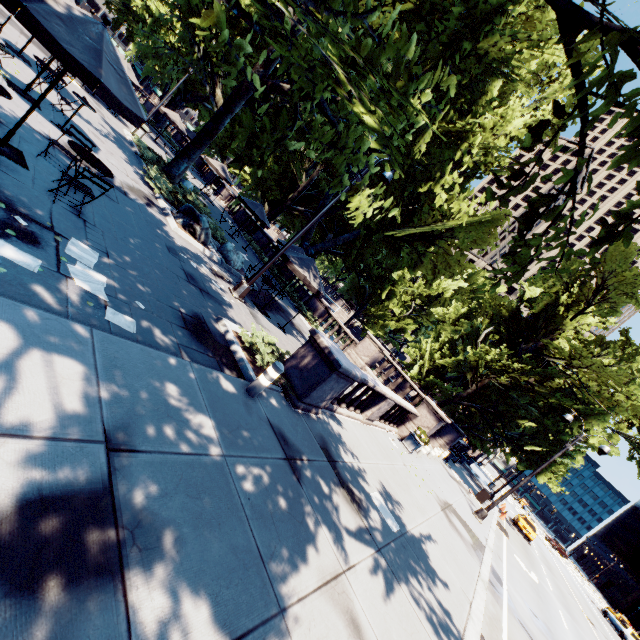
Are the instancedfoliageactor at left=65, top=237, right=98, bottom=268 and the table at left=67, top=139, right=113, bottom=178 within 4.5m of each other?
yes

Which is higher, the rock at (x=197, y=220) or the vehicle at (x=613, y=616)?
the vehicle at (x=613, y=616)

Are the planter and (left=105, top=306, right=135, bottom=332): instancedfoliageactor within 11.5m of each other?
no

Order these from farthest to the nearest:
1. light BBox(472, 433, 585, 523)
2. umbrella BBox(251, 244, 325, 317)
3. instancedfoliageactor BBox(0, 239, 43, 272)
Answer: light BBox(472, 433, 585, 523), umbrella BBox(251, 244, 325, 317), instancedfoliageactor BBox(0, 239, 43, 272)

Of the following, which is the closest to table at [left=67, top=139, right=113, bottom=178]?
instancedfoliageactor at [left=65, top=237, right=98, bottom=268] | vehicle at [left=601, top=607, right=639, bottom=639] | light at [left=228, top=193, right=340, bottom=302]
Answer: instancedfoliageactor at [left=65, top=237, right=98, bottom=268]

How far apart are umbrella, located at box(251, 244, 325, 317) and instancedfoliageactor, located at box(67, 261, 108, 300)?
6.5m

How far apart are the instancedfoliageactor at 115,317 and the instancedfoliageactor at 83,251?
0.2m

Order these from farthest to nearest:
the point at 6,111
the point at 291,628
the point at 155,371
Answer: the point at 6,111
the point at 155,371
the point at 291,628
